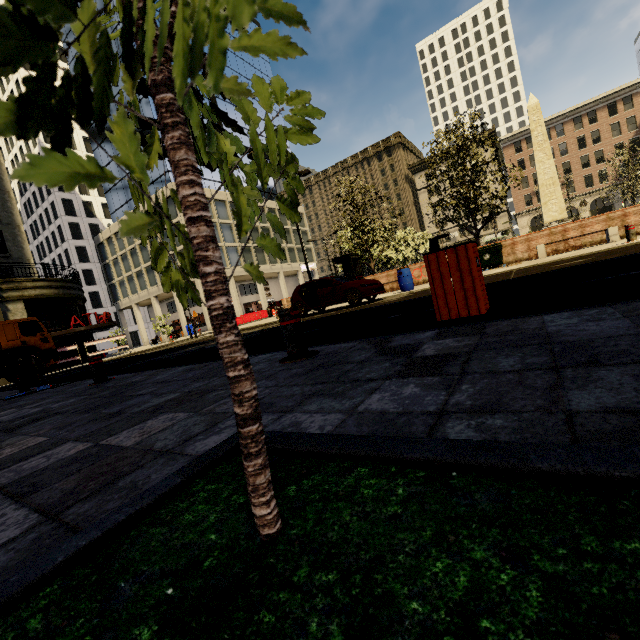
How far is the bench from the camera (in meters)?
12.71

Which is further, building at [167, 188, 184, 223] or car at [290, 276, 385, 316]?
building at [167, 188, 184, 223]

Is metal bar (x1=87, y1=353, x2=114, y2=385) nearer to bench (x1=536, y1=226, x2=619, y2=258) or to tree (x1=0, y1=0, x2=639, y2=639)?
tree (x1=0, y1=0, x2=639, y2=639)

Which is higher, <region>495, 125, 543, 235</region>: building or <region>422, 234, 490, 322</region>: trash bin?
<region>495, 125, 543, 235</region>: building

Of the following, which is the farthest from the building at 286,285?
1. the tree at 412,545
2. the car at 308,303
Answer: the car at 308,303

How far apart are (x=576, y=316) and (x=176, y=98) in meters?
2.8

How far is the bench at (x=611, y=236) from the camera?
12.7 meters

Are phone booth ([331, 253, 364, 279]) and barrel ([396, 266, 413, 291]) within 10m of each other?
yes
